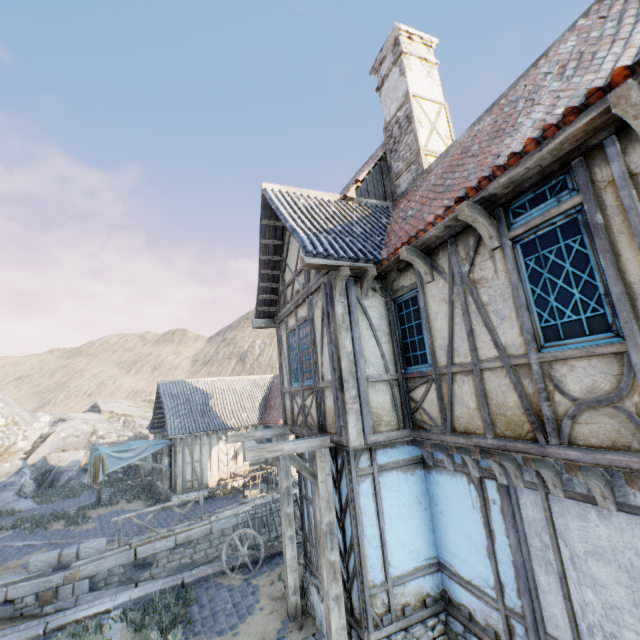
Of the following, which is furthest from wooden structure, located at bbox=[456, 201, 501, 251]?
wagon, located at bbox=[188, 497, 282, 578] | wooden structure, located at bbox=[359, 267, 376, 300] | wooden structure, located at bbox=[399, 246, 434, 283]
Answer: wagon, located at bbox=[188, 497, 282, 578]

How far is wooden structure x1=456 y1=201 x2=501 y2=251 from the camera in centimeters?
384cm

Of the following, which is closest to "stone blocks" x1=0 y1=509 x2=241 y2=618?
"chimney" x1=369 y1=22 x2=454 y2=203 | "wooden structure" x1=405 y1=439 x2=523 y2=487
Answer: "wooden structure" x1=405 y1=439 x2=523 y2=487

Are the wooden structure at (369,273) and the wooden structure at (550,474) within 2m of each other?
no

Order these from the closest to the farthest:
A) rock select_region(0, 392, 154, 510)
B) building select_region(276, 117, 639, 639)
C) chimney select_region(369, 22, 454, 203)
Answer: building select_region(276, 117, 639, 639) < chimney select_region(369, 22, 454, 203) < rock select_region(0, 392, 154, 510)

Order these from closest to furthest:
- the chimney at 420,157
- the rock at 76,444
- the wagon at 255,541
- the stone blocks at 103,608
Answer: the stone blocks at 103,608, the chimney at 420,157, the wagon at 255,541, the rock at 76,444

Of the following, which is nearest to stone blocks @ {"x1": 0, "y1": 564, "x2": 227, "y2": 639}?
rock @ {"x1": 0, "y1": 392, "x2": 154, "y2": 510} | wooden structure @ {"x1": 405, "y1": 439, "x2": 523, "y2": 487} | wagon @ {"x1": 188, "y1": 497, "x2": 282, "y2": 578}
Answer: rock @ {"x1": 0, "y1": 392, "x2": 154, "y2": 510}

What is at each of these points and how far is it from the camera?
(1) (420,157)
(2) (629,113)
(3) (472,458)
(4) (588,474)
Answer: (1) chimney, 8.17m
(2) wooden structure, 2.49m
(3) wooden structure, 4.91m
(4) wooden structure, 3.29m
